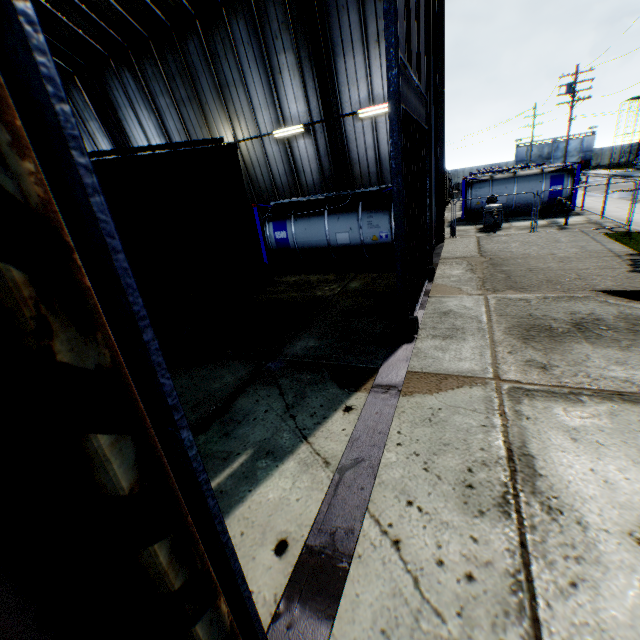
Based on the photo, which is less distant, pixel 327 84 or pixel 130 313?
pixel 130 313

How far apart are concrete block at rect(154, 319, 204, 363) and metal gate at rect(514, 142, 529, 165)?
70.87m

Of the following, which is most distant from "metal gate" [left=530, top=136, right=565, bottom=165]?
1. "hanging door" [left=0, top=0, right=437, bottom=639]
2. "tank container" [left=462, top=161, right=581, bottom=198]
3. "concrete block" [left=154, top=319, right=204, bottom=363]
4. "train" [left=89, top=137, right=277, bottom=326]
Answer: "concrete block" [left=154, top=319, right=204, bottom=363]

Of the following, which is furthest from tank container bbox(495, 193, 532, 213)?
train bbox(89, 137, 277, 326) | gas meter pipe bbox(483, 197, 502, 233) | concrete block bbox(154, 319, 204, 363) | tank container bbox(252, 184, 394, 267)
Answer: concrete block bbox(154, 319, 204, 363)

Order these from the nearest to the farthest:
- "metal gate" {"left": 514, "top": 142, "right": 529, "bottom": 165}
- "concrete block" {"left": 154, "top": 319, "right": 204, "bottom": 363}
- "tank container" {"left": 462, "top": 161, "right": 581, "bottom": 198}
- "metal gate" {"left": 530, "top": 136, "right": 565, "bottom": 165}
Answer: "concrete block" {"left": 154, "top": 319, "right": 204, "bottom": 363}
"tank container" {"left": 462, "top": 161, "right": 581, "bottom": 198}
"metal gate" {"left": 530, "top": 136, "right": 565, "bottom": 165}
"metal gate" {"left": 514, "top": 142, "right": 529, "bottom": 165}

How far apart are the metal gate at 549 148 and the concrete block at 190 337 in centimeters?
7087cm

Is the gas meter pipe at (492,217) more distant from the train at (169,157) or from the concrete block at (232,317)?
the concrete block at (232,317)

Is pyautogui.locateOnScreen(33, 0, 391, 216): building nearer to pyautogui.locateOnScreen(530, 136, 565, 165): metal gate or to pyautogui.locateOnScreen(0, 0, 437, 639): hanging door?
pyautogui.locateOnScreen(0, 0, 437, 639): hanging door
